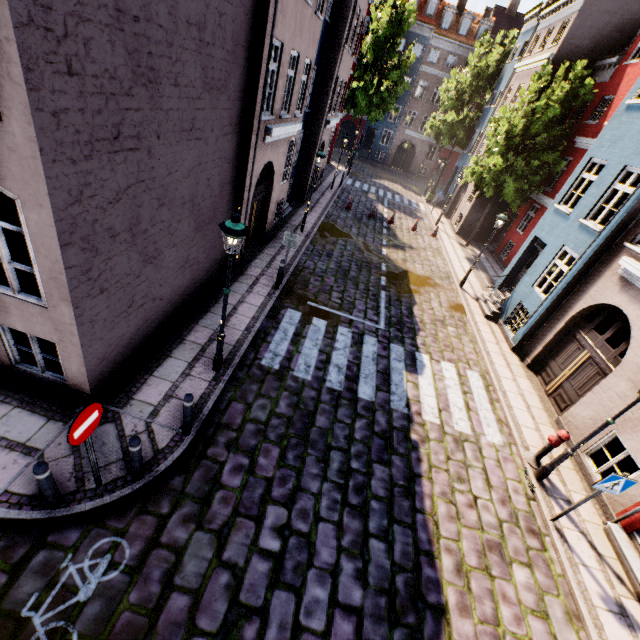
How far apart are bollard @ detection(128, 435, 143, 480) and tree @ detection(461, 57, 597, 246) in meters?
22.7

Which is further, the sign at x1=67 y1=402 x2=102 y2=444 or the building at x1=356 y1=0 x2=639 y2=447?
the building at x1=356 y1=0 x2=639 y2=447

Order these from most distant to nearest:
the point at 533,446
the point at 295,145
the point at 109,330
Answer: the point at 295,145
the point at 533,446
the point at 109,330

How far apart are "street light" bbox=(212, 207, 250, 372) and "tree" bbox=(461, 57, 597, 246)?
19.57m

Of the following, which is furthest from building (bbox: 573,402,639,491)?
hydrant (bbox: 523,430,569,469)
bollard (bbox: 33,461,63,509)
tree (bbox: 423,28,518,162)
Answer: bollard (bbox: 33,461,63,509)

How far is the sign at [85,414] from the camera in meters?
3.9

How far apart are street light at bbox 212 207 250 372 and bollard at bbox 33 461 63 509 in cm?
337

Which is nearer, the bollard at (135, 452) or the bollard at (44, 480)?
the bollard at (44, 480)
